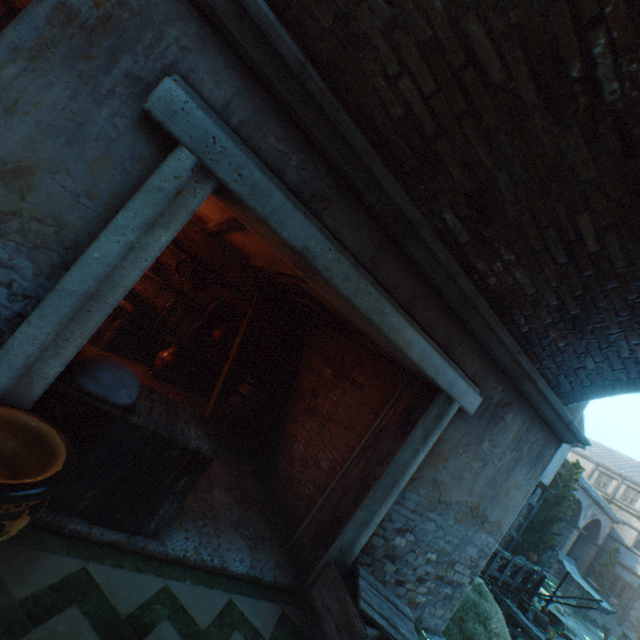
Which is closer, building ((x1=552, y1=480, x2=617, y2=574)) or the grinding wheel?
the grinding wheel

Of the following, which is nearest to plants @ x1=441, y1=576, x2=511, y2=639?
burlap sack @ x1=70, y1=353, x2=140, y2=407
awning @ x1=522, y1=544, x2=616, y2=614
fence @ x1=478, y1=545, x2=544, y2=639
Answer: fence @ x1=478, y1=545, x2=544, y2=639

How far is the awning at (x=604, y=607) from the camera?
10.38m

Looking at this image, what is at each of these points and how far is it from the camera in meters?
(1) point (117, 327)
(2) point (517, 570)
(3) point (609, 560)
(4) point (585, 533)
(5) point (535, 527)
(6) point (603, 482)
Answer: (1) wooden crate, 5.8 m
(2) fence, 11.2 m
(3) tree, 25.0 m
(4) building, 26.5 m
(5) tree, 17.8 m
(6) building, 29.8 m

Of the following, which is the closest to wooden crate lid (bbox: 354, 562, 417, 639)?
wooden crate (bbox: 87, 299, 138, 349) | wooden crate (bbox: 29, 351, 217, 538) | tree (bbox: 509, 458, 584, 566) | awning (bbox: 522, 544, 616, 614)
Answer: wooden crate (bbox: 29, 351, 217, 538)

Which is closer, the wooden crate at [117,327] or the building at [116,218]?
the building at [116,218]

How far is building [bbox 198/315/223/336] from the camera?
7.48m

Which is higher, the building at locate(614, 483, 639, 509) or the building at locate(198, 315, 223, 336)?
the building at locate(614, 483, 639, 509)
